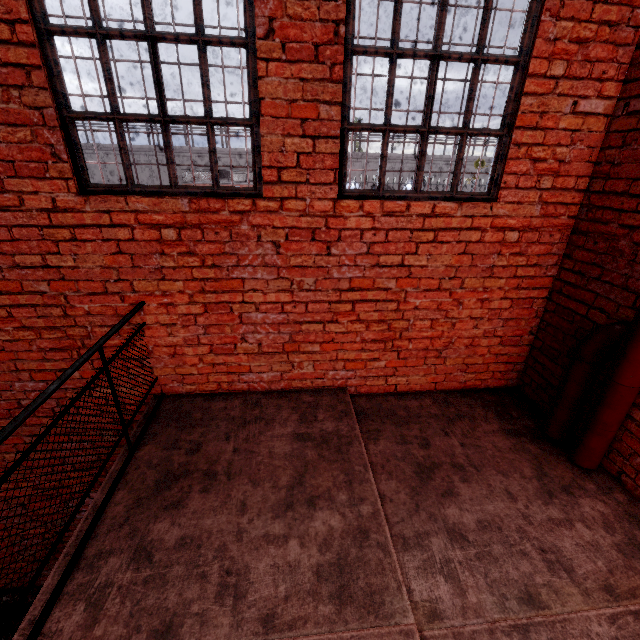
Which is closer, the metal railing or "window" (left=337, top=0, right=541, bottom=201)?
→ the metal railing

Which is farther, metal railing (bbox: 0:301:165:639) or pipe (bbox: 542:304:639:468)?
pipe (bbox: 542:304:639:468)

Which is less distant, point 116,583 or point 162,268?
point 116,583

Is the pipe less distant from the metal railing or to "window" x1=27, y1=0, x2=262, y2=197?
"window" x1=27, y1=0, x2=262, y2=197

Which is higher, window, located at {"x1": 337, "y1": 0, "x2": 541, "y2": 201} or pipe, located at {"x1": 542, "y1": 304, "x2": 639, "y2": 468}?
window, located at {"x1": 337, "y1": 0, "x2": 541, "y2": 201}

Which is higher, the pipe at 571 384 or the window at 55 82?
the window at 55 82

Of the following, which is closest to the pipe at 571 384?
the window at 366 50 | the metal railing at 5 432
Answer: the window at 366 50

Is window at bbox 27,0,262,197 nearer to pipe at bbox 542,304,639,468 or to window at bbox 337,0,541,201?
window at bbox 337,0,541,201
